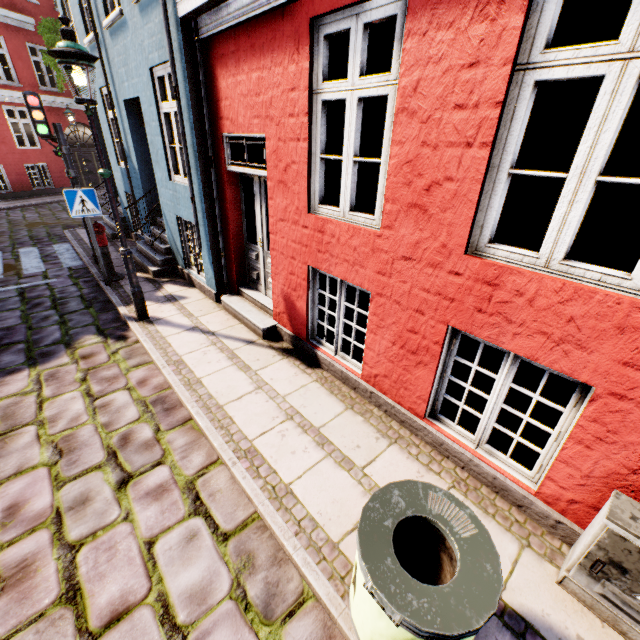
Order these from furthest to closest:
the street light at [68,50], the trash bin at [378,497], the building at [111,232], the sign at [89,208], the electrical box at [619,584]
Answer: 1. the building at [111,232]
2. the sign at [89,208]
3. the street light at [68,50]
4. the electrical box at [619,584]
5. the trash bin at [378,497]

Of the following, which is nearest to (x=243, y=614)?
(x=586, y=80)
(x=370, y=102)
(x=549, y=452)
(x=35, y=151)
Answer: (x=549, y=452)

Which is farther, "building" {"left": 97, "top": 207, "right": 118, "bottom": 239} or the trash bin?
"building" {"left": 97, "top": 207, "right": 118, "bottom": 239}

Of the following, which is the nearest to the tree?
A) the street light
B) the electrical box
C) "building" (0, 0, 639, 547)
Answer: "building" (0, 0, 639, 547)

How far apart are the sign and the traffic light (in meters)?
1.69

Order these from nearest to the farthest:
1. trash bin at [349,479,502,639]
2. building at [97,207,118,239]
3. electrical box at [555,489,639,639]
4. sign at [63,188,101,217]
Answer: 1. trash bin at [349,479,502,639]
2. electrical box at [555,489,639,639]
3. sign at [63,188,101,217]
4. building at [97,207,118,239]

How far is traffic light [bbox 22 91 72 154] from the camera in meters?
6.1 m

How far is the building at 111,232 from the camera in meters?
9.9
